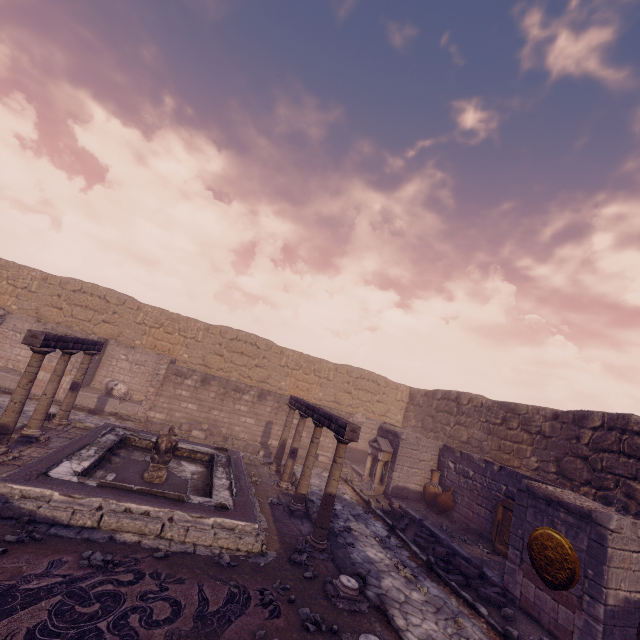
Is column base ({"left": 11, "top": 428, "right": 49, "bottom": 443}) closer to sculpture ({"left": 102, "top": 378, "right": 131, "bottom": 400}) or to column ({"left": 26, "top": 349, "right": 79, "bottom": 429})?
column ({"left": 26, "top": 349, "right": 79, "bottom": 429})

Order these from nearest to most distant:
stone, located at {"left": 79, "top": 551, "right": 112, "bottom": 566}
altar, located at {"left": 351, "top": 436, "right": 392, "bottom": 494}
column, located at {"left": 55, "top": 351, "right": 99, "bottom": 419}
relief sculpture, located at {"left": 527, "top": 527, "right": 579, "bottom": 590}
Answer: stone, located at {"left": 79, "top": 551, "right": 112, "bottom": 566}, relief sculpture, located at {"left": 527, "top": 527, "right": 579, "bottom": 590}, column, located at {"left": 55, "top": 351, "right": 99, "bottom": 419}, altar, located at {"left": 351, "top": 436, "right": 392, "bottom": 494}

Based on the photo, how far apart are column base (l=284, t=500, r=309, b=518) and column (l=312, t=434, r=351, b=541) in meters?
1.1

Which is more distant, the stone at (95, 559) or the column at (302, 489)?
the column at (302, 489)

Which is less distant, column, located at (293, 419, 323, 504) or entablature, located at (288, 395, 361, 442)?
entablature, located at (288, 395, 361, 442)

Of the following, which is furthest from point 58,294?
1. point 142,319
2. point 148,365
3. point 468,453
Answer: point 468,453

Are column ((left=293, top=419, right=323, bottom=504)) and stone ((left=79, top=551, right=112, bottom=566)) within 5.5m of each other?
yes

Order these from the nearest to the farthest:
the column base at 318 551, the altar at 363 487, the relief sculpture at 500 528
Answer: the column base at 318 551, the relief sculpture at 500 528, the altar at 363 487
